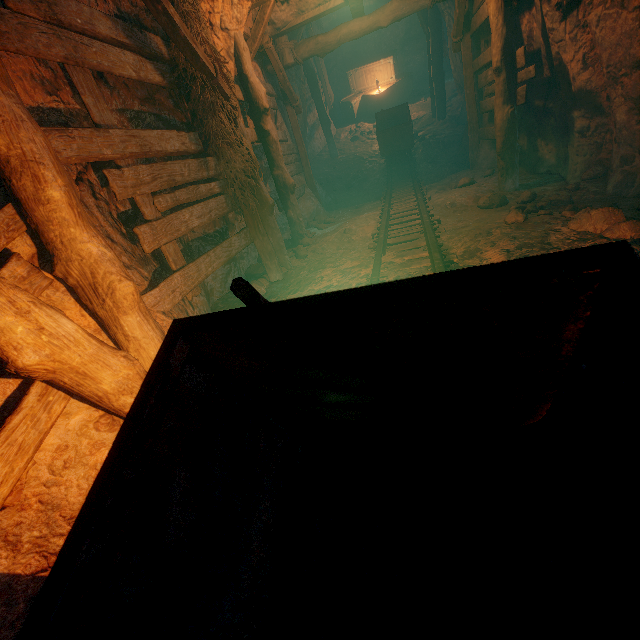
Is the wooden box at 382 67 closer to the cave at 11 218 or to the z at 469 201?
the z at 469 201

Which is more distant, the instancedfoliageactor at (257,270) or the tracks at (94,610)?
the instancedfoliageactor at (257,270)

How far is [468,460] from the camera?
1.08m

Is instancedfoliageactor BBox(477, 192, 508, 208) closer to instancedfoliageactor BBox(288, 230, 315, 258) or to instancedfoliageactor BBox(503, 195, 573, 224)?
instancedfoliageactor BBox(503, 195, 573, 224)

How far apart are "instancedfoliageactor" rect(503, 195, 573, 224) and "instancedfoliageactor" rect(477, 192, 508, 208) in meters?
0.7

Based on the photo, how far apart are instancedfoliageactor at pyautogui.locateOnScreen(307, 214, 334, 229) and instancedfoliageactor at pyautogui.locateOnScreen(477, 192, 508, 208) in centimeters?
362cm

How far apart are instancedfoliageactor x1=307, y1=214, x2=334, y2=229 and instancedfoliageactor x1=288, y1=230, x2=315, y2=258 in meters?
1.6

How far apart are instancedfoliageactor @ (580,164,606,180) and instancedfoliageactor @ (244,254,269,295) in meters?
5.1 m
